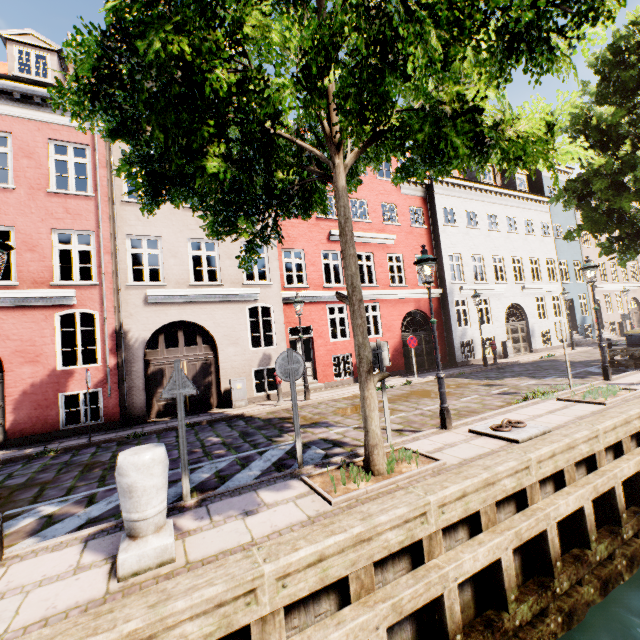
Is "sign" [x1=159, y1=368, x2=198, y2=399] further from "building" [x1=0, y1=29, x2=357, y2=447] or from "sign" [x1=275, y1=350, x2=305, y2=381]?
"building" [x1=0, y1=29, x2=357, y2=447]

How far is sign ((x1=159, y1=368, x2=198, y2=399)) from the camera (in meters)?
4.53

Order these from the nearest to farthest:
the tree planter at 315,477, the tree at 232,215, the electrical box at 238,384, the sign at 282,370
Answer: the tree at 232,215
the tree planter at 315,477
the sign at 282,370
the electrical box at 238,384

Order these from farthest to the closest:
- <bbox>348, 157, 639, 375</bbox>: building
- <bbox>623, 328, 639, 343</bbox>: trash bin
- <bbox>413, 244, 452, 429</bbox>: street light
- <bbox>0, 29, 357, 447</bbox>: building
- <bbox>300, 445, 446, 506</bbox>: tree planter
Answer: <bbox>348, 157, 639, 375</bbox>: building, <bbox>623, 328, 639, 343</bbox>: trash bin, <bbox>0, 29, 357, 447</bbox>: building, <bbox>413, 244, 452, 429</bbox>: street light, <bbox>300, 445, 446, 506</bbox>: tree planter

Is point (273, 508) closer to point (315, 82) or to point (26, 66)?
point (315, 82)

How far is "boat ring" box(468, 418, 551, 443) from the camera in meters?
5.5 m

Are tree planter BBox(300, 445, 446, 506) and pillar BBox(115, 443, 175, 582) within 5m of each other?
yes

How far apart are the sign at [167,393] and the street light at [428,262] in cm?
466
